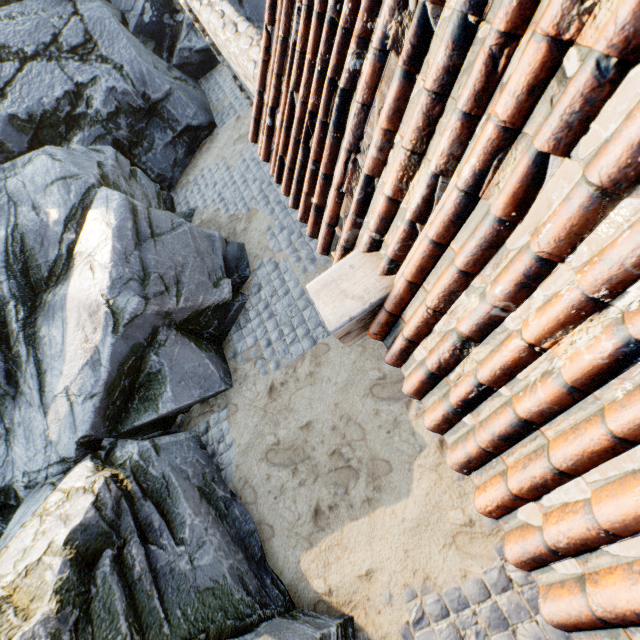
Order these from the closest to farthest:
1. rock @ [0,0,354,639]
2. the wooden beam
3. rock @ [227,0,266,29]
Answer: the wooden beam < rock @ [0,0,354,639] < rock @ [227,0,266,29]

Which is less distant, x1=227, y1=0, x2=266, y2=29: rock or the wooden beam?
the wooden beam

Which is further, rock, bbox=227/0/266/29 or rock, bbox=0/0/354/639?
rock, bbox=227/0/266/29

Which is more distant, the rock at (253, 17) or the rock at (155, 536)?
the rock at (253, 17)

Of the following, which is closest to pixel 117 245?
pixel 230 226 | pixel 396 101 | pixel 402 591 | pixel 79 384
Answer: pixel 79 384

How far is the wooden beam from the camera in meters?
1.7 m

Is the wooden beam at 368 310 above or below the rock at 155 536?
above

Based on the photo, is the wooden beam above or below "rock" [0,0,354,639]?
above
